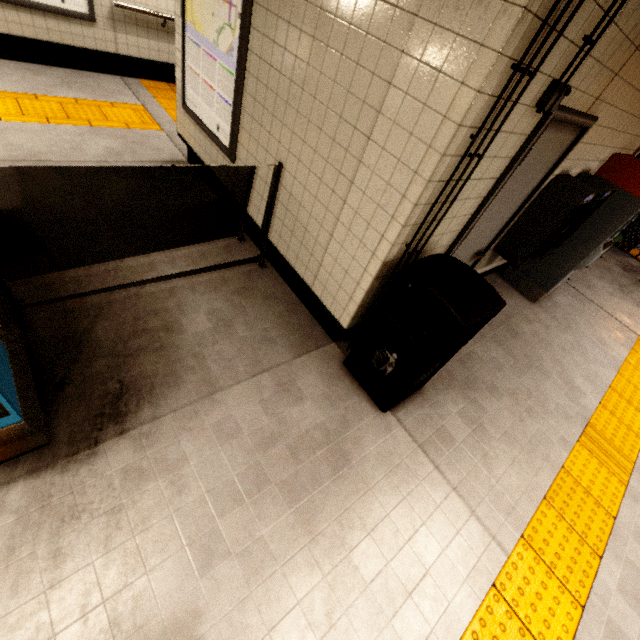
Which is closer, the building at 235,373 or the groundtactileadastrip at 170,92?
the building at 235,373

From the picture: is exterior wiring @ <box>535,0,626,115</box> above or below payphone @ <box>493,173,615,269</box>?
above

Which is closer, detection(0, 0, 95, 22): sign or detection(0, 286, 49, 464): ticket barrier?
detection(0, 286, 49, 464): ticket barrier

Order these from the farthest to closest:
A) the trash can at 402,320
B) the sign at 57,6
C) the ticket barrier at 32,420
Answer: the sign at 57,6
the trash can at 402,320
the ticket barrier at 32,420

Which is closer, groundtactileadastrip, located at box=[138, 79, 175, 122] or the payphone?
the payphone

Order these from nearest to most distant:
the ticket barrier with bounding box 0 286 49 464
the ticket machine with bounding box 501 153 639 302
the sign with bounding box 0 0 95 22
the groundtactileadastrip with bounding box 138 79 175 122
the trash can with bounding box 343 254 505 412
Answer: the ticket barrier with bounding box 0 286 49 464 → the trash can with bounding box 343 254 505 412 → the ticket machine with bounding box 501 153 639 302 → the sign with bounding box 0 0 95 22 → the groundtactileadastrip with bounding box 138 79 175 122

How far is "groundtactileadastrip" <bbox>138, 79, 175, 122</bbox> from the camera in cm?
534

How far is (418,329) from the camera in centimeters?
214cm
